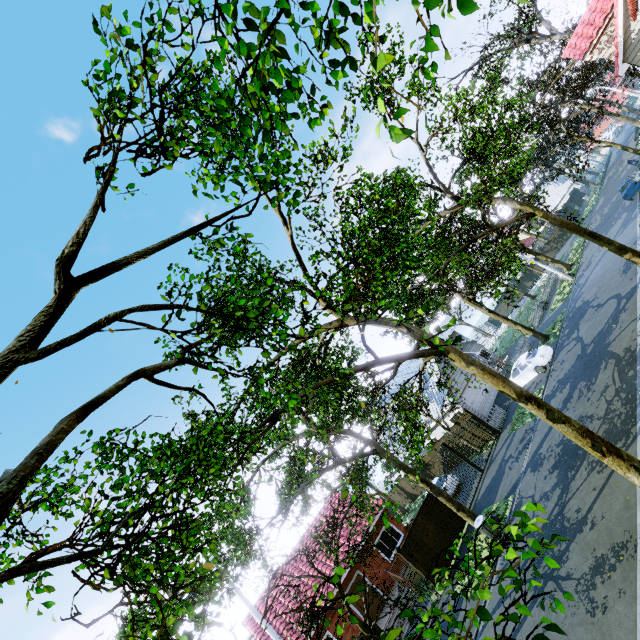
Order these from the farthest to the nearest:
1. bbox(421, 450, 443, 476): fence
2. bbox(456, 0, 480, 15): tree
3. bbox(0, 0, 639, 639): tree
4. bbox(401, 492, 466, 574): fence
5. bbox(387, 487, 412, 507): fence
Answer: bbox(387, 487, 412, 507): fence → bbox(421, 450, 443, 476): fence → bbox(401, 492, 466, 574): fence → bbox(0, 0, 639, 639): tree → bbox(456, 0, 480, 15): tree

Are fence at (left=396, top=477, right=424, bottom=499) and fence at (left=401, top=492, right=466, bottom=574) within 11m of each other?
no

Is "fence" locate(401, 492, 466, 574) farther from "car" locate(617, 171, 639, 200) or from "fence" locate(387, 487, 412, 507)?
"car" locate(617, 171, 639, 200)

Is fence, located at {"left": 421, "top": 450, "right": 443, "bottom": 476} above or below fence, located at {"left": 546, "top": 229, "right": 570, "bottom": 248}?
above

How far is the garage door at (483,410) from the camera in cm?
2541

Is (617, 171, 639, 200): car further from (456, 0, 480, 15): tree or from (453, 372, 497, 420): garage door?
(453, 372, 497, 420): garage door

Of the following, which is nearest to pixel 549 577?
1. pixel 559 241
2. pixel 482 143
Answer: pixel 482 143

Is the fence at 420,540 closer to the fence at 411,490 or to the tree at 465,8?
the tree at 465,8
